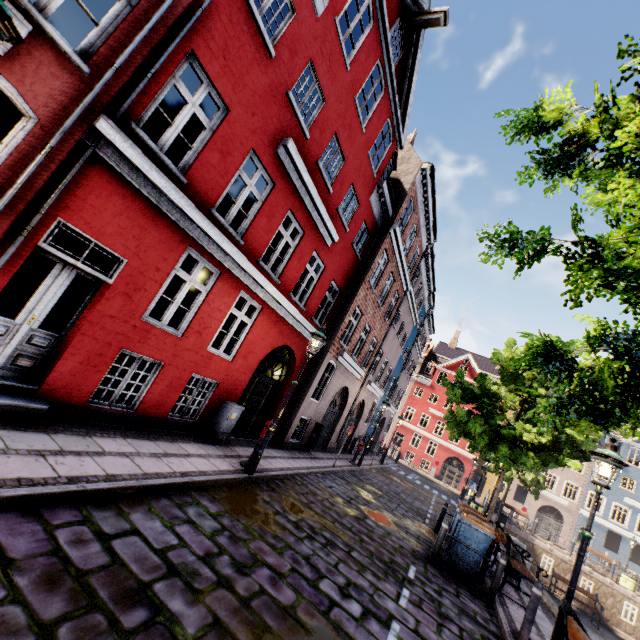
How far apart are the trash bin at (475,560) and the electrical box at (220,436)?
6.6m

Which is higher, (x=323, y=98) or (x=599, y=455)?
(x=323, y=98)

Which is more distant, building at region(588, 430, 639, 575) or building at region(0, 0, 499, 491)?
building at region(588, 430, 639, 575)

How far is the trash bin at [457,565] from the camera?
8.2m

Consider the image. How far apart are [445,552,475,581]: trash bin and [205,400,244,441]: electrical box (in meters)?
6.60

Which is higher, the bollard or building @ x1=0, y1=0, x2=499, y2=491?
building @ x1=0, y1=0, x2=499, y2=491

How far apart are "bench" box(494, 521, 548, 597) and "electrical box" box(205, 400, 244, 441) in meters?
8.0 m
